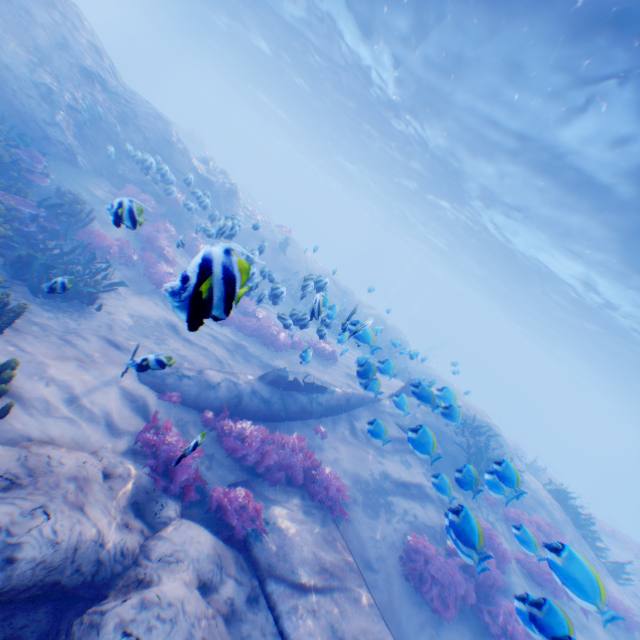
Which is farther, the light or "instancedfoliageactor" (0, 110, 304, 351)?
the light

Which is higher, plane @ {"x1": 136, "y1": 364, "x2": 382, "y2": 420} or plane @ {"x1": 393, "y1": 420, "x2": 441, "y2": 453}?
plane @ {"x1": 393, "y1": 420, "x2": 441, "y2": 453}

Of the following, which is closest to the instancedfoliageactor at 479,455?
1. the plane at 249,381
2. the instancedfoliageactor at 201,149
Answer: the plane at 249,381

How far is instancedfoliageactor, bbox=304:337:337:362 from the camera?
13.83m

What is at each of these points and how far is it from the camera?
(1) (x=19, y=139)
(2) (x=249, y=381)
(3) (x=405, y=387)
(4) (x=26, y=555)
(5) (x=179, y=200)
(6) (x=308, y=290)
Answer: (1) instancedfoliageactor, 9.0 meters
(2) plane, 8.5 meters
(3) plane, 12.8 meters
(4) rock, 3.2 meters
(5) instancedfoliageactor, 14.8 meters
(6) instancedfoliageactor, 8.3 meters

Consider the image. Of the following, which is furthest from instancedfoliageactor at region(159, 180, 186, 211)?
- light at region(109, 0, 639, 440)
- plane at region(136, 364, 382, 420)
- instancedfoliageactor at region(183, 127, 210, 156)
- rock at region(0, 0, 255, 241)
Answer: instancedfoliageactor at region(183, 127, 210, 156)

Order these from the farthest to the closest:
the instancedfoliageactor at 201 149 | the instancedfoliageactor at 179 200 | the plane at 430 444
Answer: the instancedfoliageactor at 201 149, the instancedfoliageactor at 179 200, the plane at 430 444

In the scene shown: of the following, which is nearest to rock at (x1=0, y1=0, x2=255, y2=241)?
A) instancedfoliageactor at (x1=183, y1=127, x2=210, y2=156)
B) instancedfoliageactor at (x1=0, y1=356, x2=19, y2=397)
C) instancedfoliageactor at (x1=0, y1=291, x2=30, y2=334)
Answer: instancedfoliageactor at (x1=0, y1=356, x2=19, y2=397)
